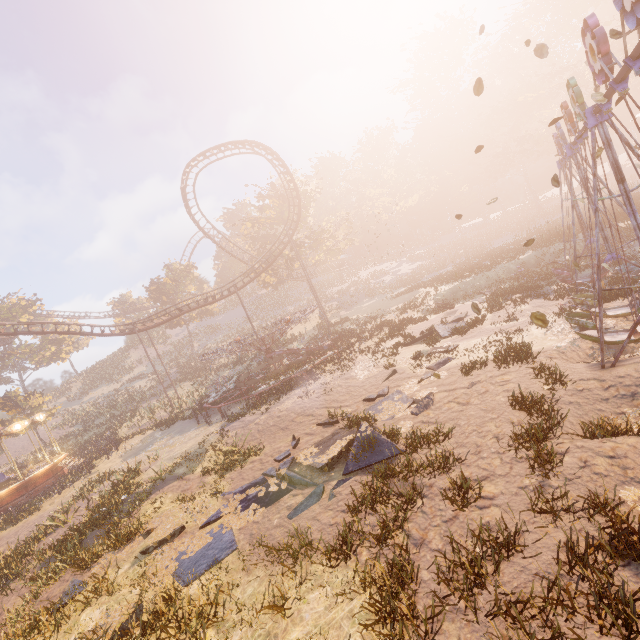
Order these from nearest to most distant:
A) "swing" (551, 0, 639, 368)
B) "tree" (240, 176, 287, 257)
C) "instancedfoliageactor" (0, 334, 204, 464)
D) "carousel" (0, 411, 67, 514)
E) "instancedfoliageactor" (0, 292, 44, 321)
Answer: "swing" (551, 0, 639, 368), "carousel" (0, 411, 67, 514), "instancedfoliageactor" (0, 334, 204, 464), "tree" (240, 176, 287, 257), "instancedfoliageactor" (0, 292, 44, 321)

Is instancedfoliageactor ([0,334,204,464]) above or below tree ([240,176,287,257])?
below

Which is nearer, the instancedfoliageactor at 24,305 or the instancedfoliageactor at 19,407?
the instancedfoliageactor at 19,407

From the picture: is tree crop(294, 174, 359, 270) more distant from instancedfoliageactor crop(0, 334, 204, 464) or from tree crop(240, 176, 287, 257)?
instancedfoliageactor crop(0, 334, 204, 464)

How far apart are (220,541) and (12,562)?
9.36m

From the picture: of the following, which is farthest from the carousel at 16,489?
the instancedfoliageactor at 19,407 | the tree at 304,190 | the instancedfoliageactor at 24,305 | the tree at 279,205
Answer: the tree at 304,190

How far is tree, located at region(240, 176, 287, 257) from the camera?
41.6m

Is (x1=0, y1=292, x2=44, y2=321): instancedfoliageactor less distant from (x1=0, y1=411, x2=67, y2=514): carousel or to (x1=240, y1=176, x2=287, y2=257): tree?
(x1=240, y1=176, x2=287, y2=257): tree
